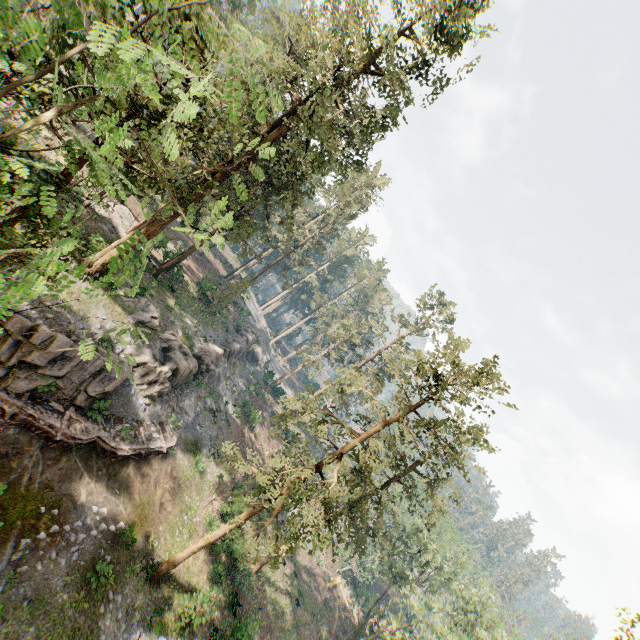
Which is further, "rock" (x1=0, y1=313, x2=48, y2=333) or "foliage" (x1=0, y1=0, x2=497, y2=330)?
"rock" (x1=0, y1=313, x2=48, y2=333)

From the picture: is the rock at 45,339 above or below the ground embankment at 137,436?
above

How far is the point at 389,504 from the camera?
26.9m

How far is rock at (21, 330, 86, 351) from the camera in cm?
1658

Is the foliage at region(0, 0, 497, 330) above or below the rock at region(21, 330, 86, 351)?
above

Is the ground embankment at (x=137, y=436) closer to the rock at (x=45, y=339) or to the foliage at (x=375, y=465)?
the rock at (x=45, y=339)

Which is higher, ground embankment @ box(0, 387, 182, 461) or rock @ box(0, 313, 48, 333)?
rock @ box(0, 313, 48, 333)

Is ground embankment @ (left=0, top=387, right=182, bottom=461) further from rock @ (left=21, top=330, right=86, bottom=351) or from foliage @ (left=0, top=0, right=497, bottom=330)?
foliage @ (left=0, top=0, right=497, bottom=330)
